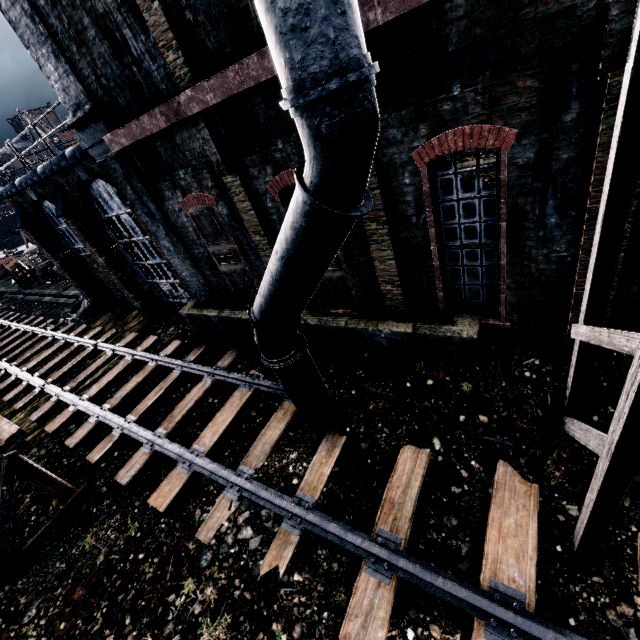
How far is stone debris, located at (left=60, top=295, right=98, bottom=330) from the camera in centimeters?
2117cm

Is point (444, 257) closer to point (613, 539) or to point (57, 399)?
point (613, 539)

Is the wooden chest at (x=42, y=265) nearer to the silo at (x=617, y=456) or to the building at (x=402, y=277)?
the building at (x=402, y=277)

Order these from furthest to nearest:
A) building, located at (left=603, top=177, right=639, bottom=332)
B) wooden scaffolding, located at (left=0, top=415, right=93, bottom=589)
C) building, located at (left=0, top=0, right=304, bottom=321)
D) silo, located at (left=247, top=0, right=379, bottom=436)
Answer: wooden scaffolding, located at (left=0, top=415, right=93, bottom=589)
building, located at (left=0, top=0, right=304, bottom=321)
building, located at (left=603, top=177, right=639, bottom=332)
silo, located at (left=247, top=0, right=379, bottom=436)

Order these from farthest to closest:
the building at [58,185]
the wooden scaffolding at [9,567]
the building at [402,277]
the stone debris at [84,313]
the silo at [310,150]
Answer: the stone debris at [84,313], the wooden scaffolding at [9,567], the building at [58,185], the building at [402,277], the silo at [310,150]

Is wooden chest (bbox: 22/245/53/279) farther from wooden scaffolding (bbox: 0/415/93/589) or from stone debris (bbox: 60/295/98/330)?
wooden scaffolding (bbox: 0/415/93/589)

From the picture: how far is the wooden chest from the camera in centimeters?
3178cm

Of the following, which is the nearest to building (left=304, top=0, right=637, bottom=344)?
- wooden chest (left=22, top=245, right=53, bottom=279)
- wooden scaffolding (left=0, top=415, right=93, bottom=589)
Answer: wooden scaffolding (left=0, top=415, right=93, bottom=589)
